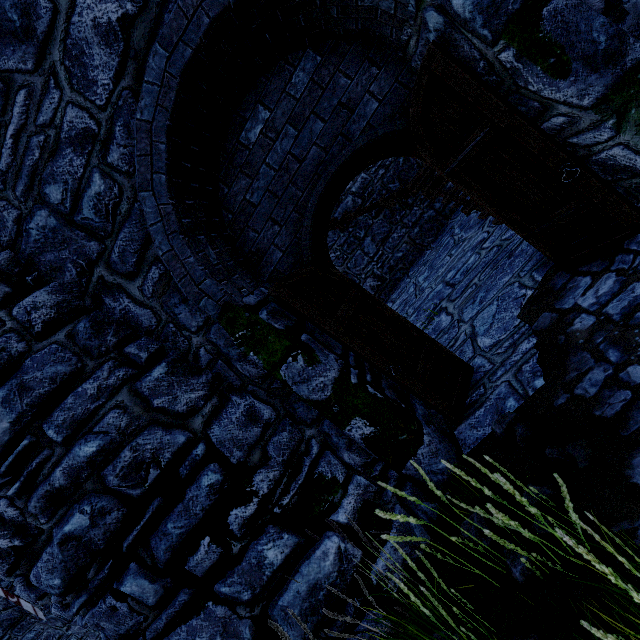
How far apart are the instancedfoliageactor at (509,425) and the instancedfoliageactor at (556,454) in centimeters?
24cm

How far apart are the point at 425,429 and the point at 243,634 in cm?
241

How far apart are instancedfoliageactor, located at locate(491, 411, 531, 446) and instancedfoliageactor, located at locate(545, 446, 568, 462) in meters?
0.2 m

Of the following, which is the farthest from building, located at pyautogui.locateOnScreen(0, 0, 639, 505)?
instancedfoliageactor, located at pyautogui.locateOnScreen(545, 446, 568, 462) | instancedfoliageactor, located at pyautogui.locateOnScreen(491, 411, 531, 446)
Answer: instancedfoliageactor, located at pyautogui.locateOnScreen(545, 446, 568, 462)

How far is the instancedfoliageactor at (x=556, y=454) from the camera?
2.4 meters

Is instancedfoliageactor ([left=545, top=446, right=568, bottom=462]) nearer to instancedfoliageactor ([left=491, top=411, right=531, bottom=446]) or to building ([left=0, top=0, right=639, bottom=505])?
instancedfoliageactor ([left=491, top=411, right=531, bottom=446])

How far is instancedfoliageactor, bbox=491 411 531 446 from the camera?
2.83m
